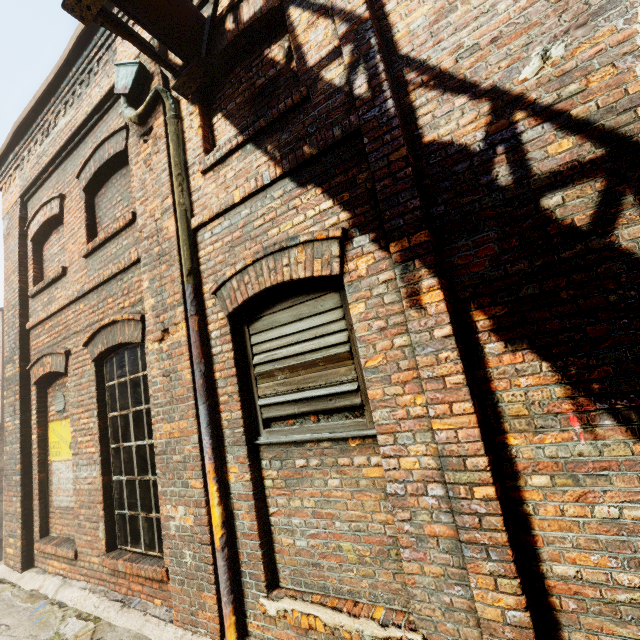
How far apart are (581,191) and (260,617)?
4.0 meters

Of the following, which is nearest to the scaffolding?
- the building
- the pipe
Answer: the pipe

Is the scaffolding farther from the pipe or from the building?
the building

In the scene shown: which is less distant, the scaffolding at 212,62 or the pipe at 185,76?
the pipe at 185,76

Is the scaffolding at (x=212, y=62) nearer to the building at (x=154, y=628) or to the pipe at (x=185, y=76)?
the pipe at (x=185, y=76)

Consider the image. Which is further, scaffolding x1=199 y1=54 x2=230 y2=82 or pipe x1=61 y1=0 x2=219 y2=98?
scaffolding x1=199 y1=54 x2=230 y2=82

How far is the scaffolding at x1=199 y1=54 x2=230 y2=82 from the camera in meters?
3.3 m
